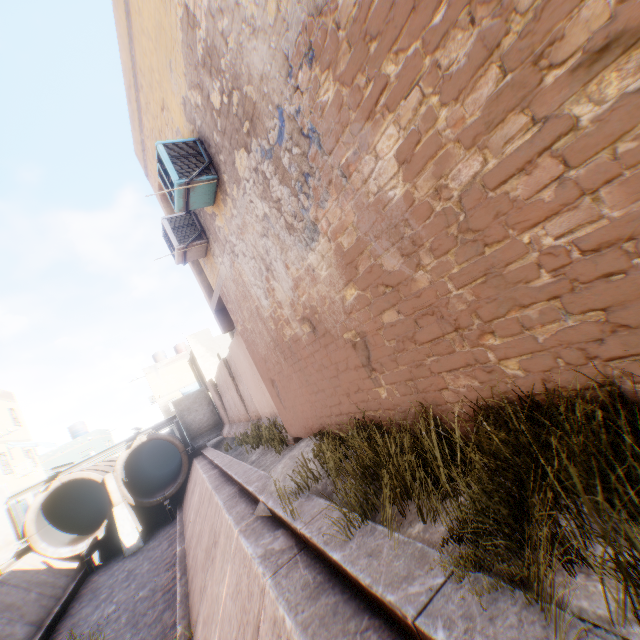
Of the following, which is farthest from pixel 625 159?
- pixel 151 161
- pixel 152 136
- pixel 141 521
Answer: pixel 141 521

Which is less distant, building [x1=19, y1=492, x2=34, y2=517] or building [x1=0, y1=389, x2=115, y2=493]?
building [x1=19, y1=492, x2=34, y2=517]

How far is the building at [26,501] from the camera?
19.0m

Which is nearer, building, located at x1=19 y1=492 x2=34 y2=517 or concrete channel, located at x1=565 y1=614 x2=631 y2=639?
concrete channel, located at x1=565 y1=614 x2=631 y2=639

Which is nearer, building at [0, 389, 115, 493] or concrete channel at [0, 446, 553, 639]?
concrete channel at [0, 446, 553, 639]

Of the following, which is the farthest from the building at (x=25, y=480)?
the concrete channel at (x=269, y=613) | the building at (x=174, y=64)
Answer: the concrete channel at (x=269, y=613)

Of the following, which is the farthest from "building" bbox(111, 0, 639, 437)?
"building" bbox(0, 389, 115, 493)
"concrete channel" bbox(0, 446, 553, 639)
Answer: "building" bbox(0, 389, 115, 493)

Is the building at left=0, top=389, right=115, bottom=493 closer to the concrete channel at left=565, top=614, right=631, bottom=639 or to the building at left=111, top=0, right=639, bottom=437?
the building at left=111, top=0, right=639, bottom=437
